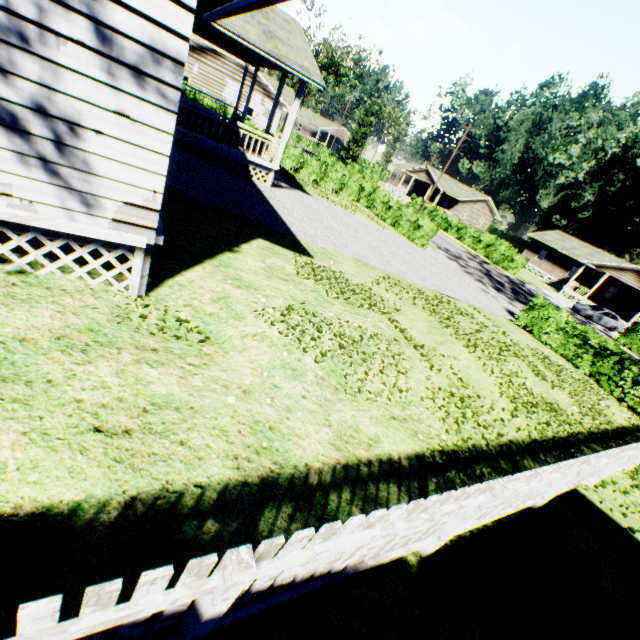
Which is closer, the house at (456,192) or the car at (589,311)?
the car at (589,311)

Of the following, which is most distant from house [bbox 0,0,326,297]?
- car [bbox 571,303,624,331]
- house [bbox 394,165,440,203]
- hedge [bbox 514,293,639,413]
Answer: car [bbox 571,303,624,331]

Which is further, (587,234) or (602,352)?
(587,234)

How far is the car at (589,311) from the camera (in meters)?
31.38

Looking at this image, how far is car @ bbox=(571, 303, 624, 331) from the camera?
31.4m

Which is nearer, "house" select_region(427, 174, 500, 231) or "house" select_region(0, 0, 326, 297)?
"house" select_region(0, 0, 326, 297)

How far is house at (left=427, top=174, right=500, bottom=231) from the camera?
52.47m
